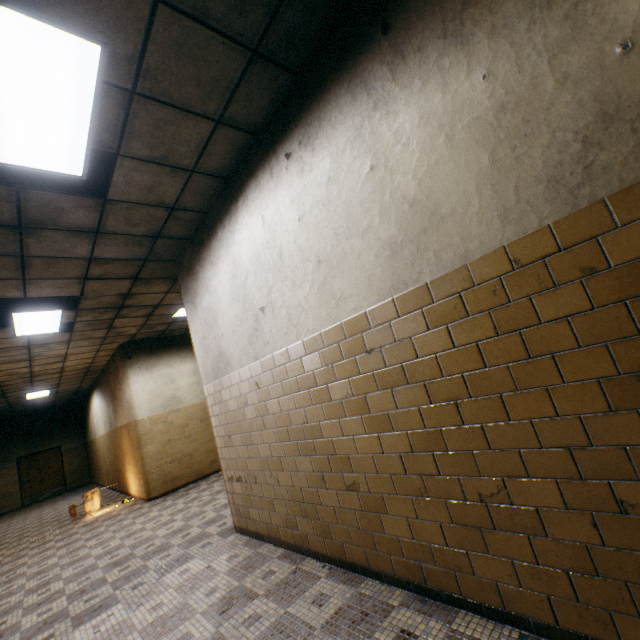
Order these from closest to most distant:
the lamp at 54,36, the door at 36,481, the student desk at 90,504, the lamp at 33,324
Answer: the lamp at 54,36 → the lamp at 33,324 → the student desk at 90,504 → the door at 36,481

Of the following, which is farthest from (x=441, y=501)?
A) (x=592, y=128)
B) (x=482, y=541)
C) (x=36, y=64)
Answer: (x=36, y=64)

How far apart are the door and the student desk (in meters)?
9.87

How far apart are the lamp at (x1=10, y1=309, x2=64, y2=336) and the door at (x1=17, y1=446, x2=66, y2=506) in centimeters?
1364cm

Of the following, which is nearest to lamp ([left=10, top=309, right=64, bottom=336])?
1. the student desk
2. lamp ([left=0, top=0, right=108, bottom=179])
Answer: lamp ([left=0, top=0, right=108, bottom=179])

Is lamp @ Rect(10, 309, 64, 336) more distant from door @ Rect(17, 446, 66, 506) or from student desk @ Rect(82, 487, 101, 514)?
door @ Rect(17, 446, 66, 506)

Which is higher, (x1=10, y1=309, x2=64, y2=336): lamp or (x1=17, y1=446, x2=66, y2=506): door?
(x1=10, y1=309, x2=64, y2=336): lamp

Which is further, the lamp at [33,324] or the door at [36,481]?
the door at [36,481]
